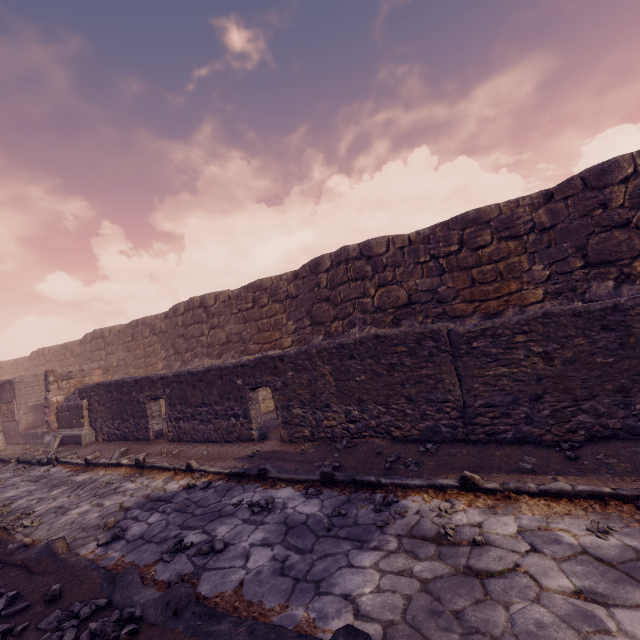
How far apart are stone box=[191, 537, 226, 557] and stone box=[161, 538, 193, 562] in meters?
0.1 m

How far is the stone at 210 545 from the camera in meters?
3.6 m

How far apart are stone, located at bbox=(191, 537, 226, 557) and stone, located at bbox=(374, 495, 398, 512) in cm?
181

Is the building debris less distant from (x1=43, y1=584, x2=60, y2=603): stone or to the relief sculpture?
the relief sculpture

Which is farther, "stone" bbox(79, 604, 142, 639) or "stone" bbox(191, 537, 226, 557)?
"stone" bbox(191, 537, 226, 557)

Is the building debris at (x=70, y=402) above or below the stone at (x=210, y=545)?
above

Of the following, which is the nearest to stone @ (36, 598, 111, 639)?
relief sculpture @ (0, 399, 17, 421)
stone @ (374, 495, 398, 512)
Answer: stone @ (374, 495, 398, 512)

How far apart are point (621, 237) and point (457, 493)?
7.6m
